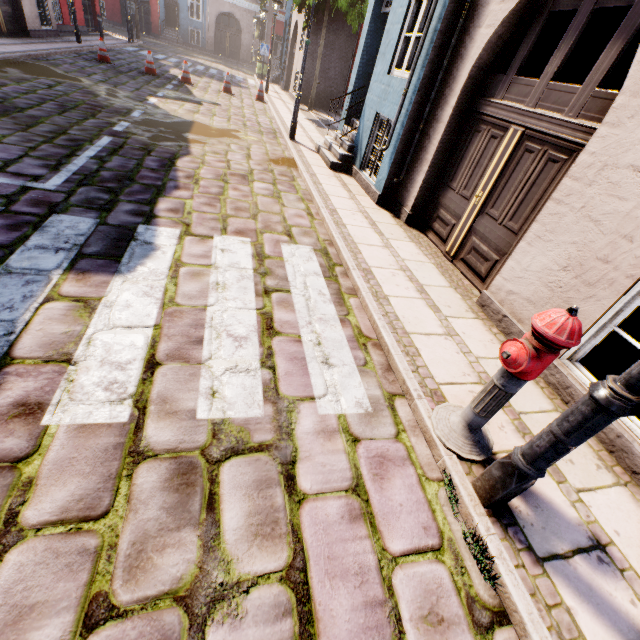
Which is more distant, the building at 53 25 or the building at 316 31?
the building at 316 31

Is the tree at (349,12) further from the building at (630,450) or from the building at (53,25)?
the building at (53,25)

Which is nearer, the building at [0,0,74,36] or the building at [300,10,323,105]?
the building at [0,0,74,36]

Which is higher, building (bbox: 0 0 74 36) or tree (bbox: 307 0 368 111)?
tree (bbox: 307 0 368 111)

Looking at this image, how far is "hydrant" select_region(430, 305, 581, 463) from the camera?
1.8 meters

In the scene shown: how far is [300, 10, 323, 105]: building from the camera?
15.0m

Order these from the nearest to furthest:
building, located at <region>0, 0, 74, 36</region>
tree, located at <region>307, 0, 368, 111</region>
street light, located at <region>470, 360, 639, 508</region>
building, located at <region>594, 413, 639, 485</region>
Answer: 1. street light, located at <region>470, 360, 639, 508</region>
2. building, located at <region>594, 413, 639, 485</region>
3. building, located at <region>0, 0, 74, 36</region>
4. tree, located at <region>307, 0, 368, 111</region>

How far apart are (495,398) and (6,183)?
5.80m
